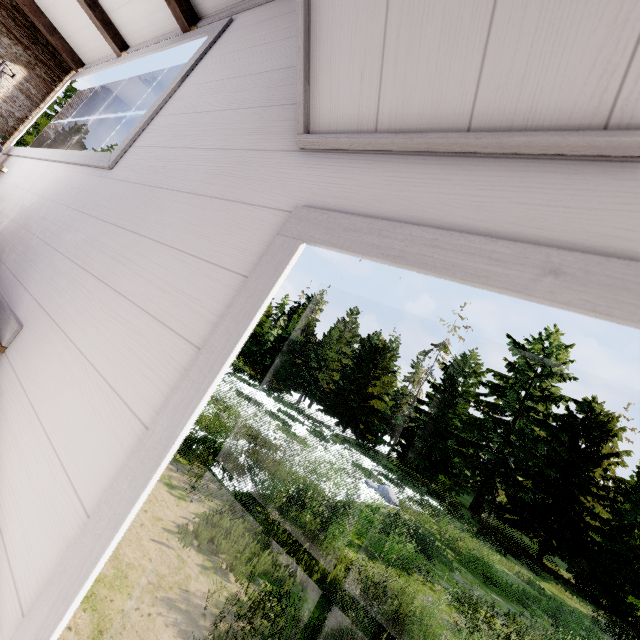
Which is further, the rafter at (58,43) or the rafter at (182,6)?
the rafter at (58,43)

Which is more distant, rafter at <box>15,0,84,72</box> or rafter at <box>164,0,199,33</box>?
rafter at <box>15,0,84,72</box>

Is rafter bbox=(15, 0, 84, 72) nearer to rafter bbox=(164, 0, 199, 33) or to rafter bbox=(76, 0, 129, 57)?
rafter bbox=(76, 0, 129, 57)

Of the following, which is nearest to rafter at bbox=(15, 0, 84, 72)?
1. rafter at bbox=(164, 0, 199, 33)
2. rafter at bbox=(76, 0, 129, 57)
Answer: rafter at bbox=(76, 0, 129, 57)

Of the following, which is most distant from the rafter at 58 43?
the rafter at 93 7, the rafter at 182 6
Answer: the rafter at 182 6

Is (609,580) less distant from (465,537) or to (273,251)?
(465,537)
